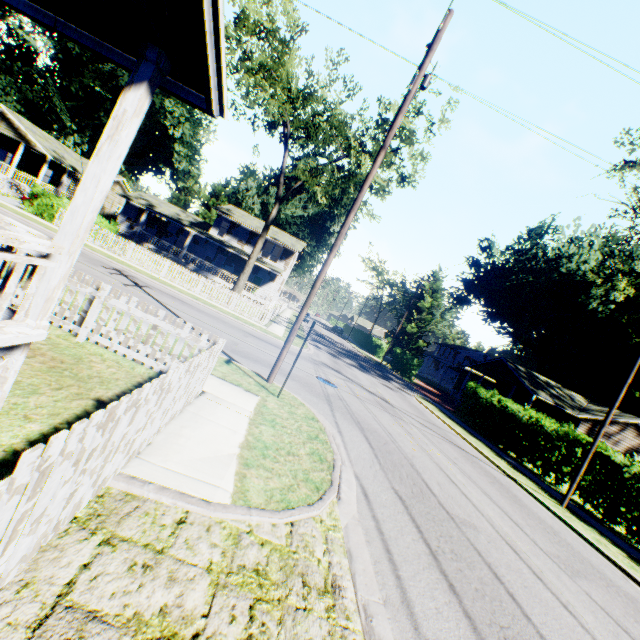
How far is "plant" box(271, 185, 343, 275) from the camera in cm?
5191

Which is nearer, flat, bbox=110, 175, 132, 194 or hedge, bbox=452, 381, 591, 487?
hedge, bbox=452, 381, 591, 487

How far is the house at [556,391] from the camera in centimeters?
2795cm

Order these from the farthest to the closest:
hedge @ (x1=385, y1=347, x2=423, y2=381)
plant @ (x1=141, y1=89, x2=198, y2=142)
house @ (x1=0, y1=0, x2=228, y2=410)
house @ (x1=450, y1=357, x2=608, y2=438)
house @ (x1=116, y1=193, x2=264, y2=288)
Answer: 1. plant @ (x1=141, y1=89, x2=198, y2=142)
2. hedge @ (x1=385, y1=347, x2=423, y2=381)
3. house @ (x1=116, y1=193, x2=264, y2=288)
4. house @ (x1=450, y1=357, x2=608, y2=438)
5. house @ (x1=0, y1=0, x2=228, y2=410)

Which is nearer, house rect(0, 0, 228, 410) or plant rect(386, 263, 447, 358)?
house rect(0, 0, 228, 410)

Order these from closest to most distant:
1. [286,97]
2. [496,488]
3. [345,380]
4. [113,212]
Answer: [496,488], [345,380], [286,97], [113,212]

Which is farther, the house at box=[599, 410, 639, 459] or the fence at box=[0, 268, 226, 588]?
the house at box=[599, 410, 639, 459]

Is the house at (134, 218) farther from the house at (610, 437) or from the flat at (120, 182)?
the house at (610, 437)
